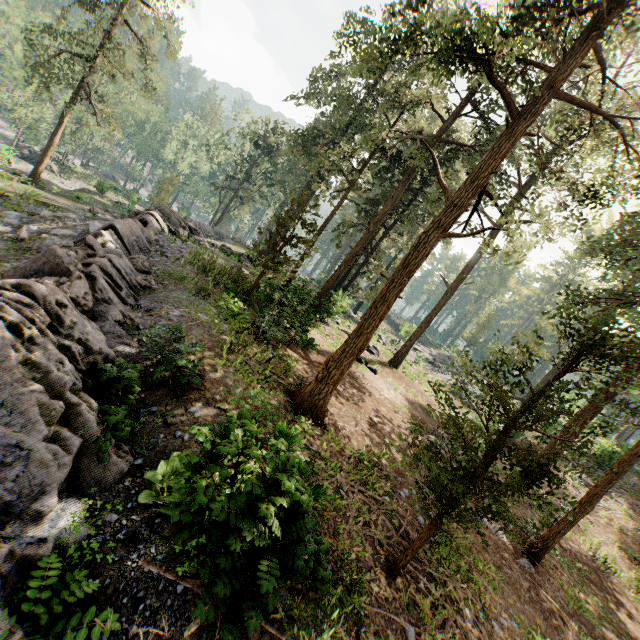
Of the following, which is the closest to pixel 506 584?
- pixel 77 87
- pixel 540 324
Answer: pixel 77 87

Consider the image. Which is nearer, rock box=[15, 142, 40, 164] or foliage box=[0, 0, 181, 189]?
foliage box=[0, 0, 181, 189]

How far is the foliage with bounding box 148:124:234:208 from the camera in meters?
41.0

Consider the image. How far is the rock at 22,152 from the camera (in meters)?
42.88

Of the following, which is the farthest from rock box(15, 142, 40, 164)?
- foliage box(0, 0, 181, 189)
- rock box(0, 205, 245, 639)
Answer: rock box(0, 205, 245, 639)

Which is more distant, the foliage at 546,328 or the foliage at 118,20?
the foliage at 118,20

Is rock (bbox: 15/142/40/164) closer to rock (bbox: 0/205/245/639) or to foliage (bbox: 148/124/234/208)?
foliage (bbox: 148/124/234/208)
